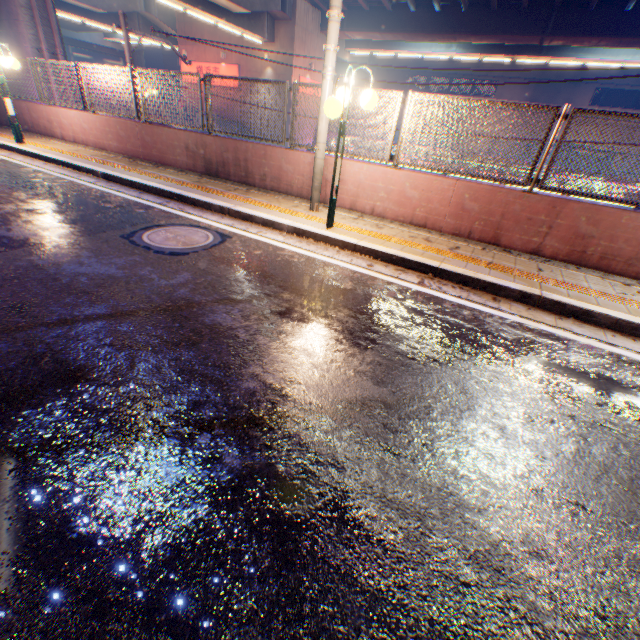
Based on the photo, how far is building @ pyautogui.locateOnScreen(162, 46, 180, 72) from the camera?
56.7m

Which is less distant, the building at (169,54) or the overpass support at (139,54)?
the overpass support at (139,54)

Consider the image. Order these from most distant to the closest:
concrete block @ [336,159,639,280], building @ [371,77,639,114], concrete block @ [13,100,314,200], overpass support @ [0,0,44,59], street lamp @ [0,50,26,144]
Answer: building @ [371,77,639,114], overpass support @ [0,0,44,59], street lamp @ [0,50,26,144], concrete block @ [13,100,314,200], concrete block @ [336,159,639,280]

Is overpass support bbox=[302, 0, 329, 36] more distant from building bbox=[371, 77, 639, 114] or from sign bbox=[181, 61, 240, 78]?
building bbox=[371, 77, 639, 114]

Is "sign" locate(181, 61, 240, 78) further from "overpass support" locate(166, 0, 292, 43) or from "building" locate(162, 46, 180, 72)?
"building" locate(162, 46, 180, 72)

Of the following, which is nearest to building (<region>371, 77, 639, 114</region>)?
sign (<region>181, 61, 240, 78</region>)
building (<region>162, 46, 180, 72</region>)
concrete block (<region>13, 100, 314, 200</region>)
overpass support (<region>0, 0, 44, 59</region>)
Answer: building (<region>162, 46, 180, 72</region>)

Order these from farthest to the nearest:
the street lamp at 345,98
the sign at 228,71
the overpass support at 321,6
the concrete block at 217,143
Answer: the sign at 228,71 → the overpass support at 321,6 → the concrete block at 217,143 → the street lamp at 345,98

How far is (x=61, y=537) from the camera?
1.53m
